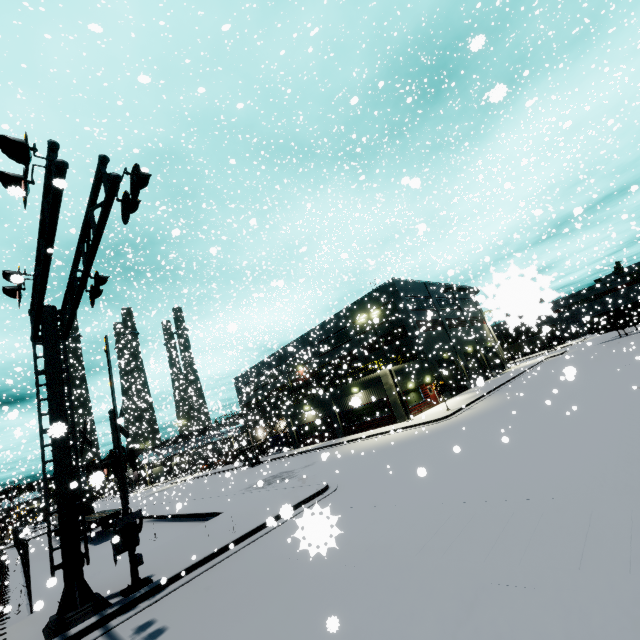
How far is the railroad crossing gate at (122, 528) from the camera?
9.20m

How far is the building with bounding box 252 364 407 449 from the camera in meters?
29.0

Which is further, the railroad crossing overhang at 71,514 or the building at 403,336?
the building at 403,336

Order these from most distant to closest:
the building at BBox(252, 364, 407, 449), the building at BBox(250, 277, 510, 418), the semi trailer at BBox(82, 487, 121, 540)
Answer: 1. the building at BBox(250, 277, 510, 418)
2. the building at BBox(252, 364, 407, 449)
3. the semi trailer at BBox(82, 487, 121, 540)

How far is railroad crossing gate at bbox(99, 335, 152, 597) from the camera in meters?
9.2 m

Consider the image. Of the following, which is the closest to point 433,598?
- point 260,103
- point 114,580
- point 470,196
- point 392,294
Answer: point 114,580

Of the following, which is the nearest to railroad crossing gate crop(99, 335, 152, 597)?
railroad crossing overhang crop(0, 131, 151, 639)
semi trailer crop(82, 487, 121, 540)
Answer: railroad crossing overhang crop(0, 131, 151, 639)

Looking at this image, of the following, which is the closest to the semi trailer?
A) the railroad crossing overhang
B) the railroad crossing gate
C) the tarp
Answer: the tarp
